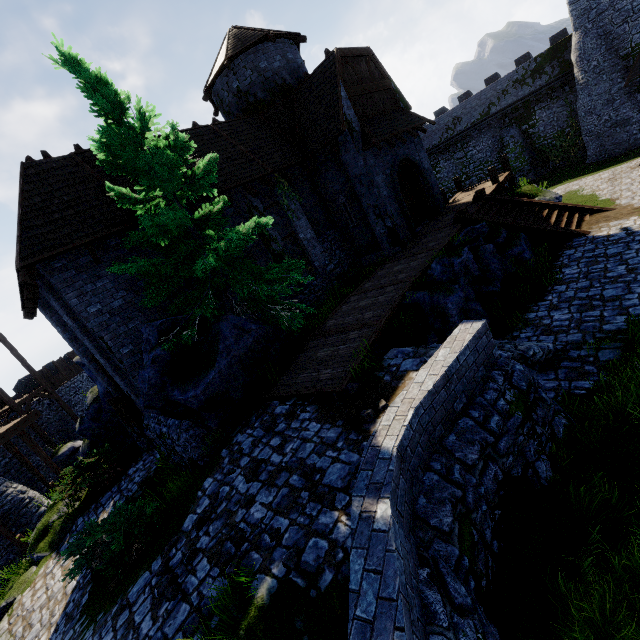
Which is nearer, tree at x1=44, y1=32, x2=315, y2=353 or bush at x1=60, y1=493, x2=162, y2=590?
bush at x1=60, y1=493, x2=162, y2=590

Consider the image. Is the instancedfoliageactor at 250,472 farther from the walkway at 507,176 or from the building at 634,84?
the building at 634,84

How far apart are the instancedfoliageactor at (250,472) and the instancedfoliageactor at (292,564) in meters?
1.9 m

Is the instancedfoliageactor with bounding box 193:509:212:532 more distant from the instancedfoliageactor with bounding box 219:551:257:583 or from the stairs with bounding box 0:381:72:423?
the stairs with bounding box 0:381:72:423

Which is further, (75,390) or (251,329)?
(75,390)

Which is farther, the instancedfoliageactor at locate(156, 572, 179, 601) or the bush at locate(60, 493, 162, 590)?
the bush at locate(60, 493, 162, 590)

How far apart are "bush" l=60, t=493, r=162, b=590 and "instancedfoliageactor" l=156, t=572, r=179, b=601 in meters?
1.8 m

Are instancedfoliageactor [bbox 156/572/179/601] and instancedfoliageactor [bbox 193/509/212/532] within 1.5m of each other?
yes
